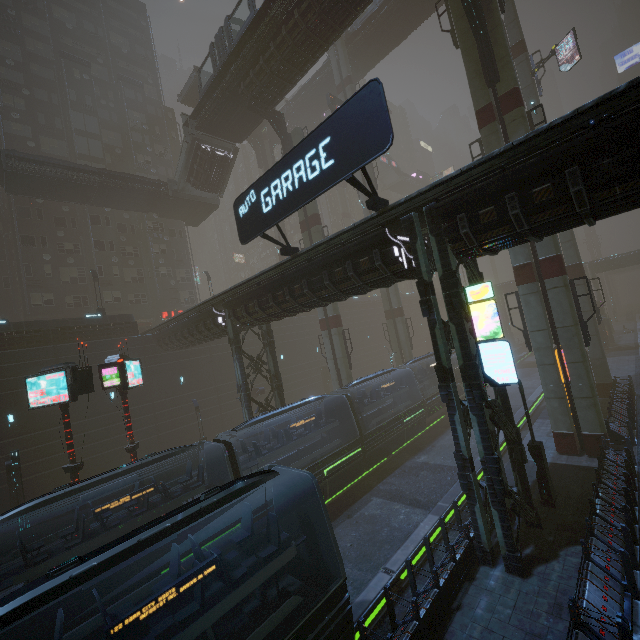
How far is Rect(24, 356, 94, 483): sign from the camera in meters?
14.0 m

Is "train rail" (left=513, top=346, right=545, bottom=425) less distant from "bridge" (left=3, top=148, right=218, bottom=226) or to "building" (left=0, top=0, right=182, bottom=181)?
"building" (left=0, top=0, right=182, bottom=181)

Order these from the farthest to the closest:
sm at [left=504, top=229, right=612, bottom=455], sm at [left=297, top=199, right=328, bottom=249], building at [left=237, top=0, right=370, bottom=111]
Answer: sm at [left=297, top=199, right=328, bottom=249], building at [left=237, top=0, right=370, bottom=111], sm at [left=504, top=229, right=612, bottom=455]

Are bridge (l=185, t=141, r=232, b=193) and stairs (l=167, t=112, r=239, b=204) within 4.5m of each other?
yes

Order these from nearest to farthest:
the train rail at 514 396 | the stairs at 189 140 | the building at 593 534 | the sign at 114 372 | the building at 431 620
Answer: the building at 593 534
the building at 431 620
the sign at 114 372
the train rail at 514 396
the stairs at 189 140

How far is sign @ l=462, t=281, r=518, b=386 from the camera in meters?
9.6

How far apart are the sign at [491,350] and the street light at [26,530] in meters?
23.8

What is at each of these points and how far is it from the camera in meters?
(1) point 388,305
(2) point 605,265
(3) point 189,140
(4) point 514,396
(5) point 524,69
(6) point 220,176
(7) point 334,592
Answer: (1) sm, 35.5 m
(2) building, 48.3 m
(3) stairs, 29.6 m
(4) train rail, 32.5 m
(5) sm, 25.0 m
(6) bridge, 32.4 m
(7) train, 7.9 m
